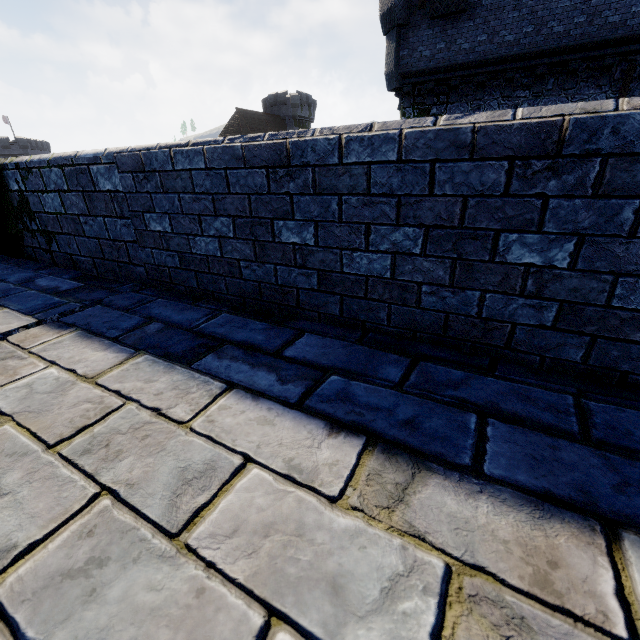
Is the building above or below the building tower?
above

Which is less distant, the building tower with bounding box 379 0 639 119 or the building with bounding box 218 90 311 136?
the building tower with bounding box 379 0 639 119

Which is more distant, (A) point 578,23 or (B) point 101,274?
(A) point 578,23

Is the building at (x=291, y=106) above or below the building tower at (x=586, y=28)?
above

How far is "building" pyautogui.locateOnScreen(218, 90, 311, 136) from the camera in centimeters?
4981cm

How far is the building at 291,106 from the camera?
49.8 meters
